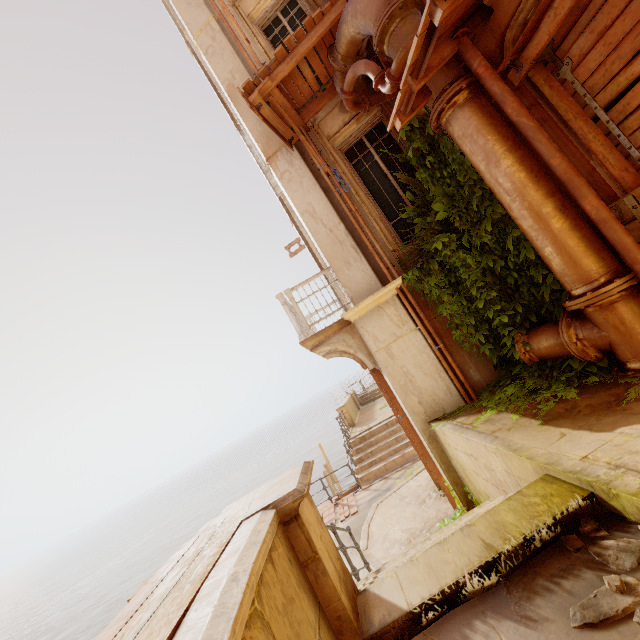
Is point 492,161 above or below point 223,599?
above

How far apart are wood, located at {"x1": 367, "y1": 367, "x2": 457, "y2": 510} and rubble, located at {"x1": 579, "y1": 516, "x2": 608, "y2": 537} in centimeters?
458cm

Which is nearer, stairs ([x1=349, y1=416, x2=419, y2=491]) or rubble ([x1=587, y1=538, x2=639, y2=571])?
rubble ([x1=587, y1=538, x2=639, y2=571])

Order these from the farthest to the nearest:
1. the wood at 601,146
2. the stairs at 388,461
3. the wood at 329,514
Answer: the stairs at 388,461
the wood at 329,514
the wood at 601,146

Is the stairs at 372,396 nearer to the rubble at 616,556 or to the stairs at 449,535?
the stairs at 449,535

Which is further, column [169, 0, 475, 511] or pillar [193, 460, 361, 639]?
A: column [169, 0, 475, 511]

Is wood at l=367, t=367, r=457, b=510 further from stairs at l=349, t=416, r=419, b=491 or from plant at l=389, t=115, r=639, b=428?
stairs at l=349, t=416, r=419, b=491

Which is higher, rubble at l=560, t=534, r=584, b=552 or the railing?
the railing
